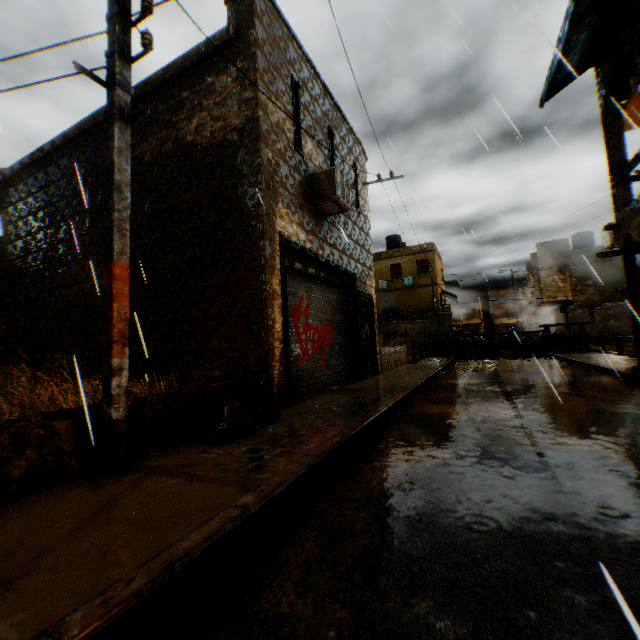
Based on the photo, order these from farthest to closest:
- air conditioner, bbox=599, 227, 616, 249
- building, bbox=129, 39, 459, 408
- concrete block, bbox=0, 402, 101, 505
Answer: air conditioner, bbox=599, 227, 616, 249
building, bbox=129, 39, 459, 408
concrete block, bbox=0, 402, 101, 505

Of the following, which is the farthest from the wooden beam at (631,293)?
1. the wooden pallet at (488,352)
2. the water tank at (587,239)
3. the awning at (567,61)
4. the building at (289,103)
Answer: the water tank at (587,239)

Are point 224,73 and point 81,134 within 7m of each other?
yes

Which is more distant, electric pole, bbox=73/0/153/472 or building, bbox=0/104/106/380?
building, bbox=0/104/106/380

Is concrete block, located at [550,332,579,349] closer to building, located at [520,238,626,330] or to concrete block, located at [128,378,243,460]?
building, located at [520,238,626,330]

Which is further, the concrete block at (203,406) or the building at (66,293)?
the building at (66,293)

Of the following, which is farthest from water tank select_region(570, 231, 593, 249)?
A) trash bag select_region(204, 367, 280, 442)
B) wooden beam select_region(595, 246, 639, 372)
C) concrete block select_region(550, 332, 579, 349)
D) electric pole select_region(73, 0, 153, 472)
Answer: electric pole select_region(73, 0, 153, 472)

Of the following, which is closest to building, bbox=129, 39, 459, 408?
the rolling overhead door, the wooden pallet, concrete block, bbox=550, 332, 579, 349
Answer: the rolling overhead door
